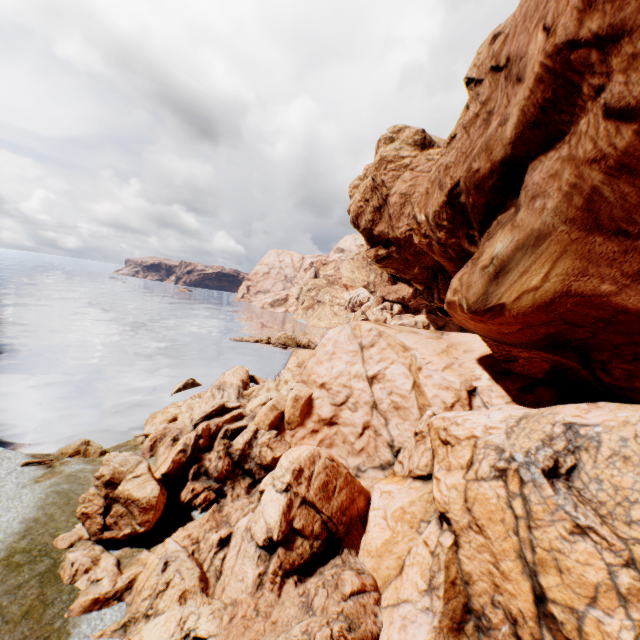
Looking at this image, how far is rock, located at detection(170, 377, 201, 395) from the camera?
32.0m

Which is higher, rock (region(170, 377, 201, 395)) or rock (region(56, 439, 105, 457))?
rock (region(170, 377, 201, 395))

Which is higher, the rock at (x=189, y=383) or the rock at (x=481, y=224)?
the rock at (x=481, y=224)

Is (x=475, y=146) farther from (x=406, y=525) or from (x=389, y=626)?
(x=389, y=626)

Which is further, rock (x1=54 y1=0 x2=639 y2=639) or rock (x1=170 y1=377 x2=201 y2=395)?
rock (x1=170 y1=377 x2=201 y2=395)

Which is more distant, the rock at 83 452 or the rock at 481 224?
the rock at 83 452

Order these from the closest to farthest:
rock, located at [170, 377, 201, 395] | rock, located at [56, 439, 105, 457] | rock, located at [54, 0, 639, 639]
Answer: rock, located at [54, 0, 639, 639]
rock, located at [56, 439, 105, 457]
rock, located at [170, 377, 201, 395]
